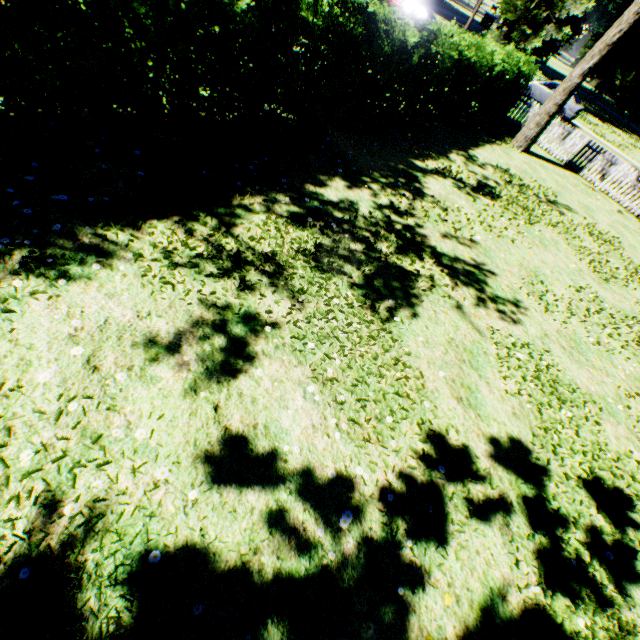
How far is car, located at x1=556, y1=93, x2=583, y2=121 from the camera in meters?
22.4 m

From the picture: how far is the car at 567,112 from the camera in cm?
2239

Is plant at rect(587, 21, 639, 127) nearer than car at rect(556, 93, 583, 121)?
No

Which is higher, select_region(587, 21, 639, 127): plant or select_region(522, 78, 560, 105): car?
select_region(587, 21, 639, 127): plant

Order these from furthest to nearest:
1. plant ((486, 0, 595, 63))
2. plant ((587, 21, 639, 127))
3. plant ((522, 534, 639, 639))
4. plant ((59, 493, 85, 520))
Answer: plant ((587, 21, 639, 127)) → plant ((486, 0, 595, 63)) → plant ((522, 534, 639, 639)) → plant ((59, 493, 85, 520))

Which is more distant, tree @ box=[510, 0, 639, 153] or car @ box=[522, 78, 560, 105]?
car @ box=[522, 78, 560, 105]

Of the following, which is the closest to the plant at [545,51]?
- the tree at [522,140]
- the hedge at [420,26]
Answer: the hedge at [420,26]

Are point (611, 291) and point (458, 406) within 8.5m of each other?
yes
